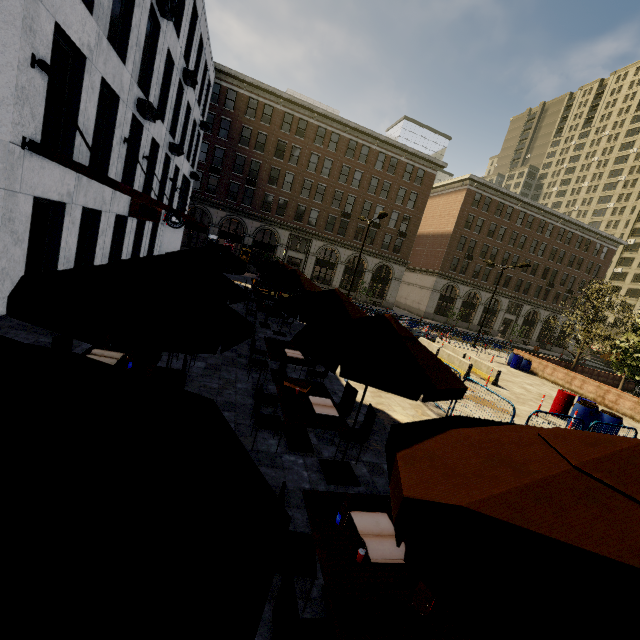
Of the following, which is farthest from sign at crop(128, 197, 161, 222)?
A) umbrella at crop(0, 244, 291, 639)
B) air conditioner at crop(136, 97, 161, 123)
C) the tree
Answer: the tree

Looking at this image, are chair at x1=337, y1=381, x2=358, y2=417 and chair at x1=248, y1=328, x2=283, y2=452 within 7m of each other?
yes

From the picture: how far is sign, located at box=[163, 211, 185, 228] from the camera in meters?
21.4

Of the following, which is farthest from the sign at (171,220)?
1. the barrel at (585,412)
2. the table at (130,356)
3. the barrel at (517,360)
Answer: the barrel at (517,360)

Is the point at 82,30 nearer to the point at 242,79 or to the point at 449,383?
the point at 449,383

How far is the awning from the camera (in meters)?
7.17

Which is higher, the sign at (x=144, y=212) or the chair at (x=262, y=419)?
the sign at (x=144, y=212)

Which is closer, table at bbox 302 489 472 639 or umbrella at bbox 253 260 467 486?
table at bbox 302 489 472 639
